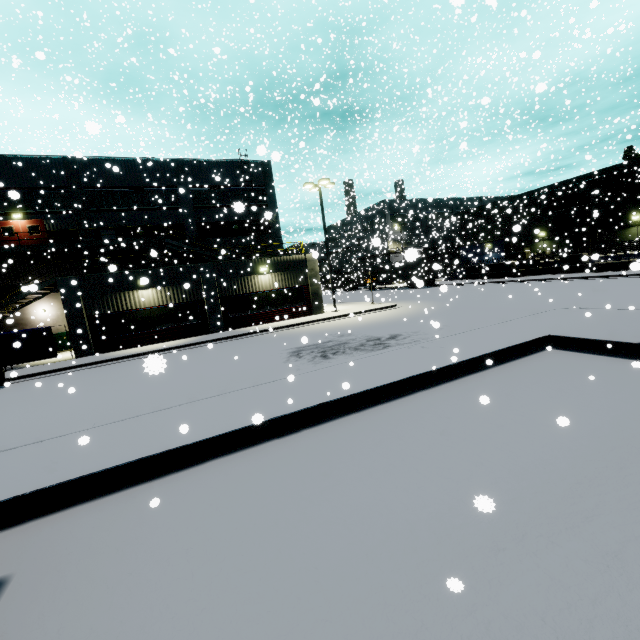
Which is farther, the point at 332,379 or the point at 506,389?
the point at 332,379

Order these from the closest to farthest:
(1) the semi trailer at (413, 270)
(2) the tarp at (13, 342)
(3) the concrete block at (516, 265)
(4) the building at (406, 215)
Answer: (2) the tarp at (13, 342) < (1) the semi trailer at (413, 270) < (3) the concrete block at (516, 265) < (4) the building at (406, 215)

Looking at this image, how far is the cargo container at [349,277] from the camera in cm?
4314

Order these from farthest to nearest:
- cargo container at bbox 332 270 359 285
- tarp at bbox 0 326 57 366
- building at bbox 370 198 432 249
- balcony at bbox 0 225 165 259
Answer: cargo container at bbox 332 270 359 285 → building at bbox 370 198 432 249 → balcony at bbox 0 225 165 259 → tarp at bbox 0 326 57 366

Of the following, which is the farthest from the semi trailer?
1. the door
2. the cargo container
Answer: the door

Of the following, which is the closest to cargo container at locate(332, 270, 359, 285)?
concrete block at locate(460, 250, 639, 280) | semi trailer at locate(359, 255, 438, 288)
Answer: semi trailer at locate(359, 255, 438, 288)

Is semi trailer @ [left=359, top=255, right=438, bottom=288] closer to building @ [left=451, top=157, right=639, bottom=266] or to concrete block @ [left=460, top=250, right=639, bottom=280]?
building @ [left=451, top=157, right=639, bottom=266]

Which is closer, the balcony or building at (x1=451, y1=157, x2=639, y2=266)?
the balcony
